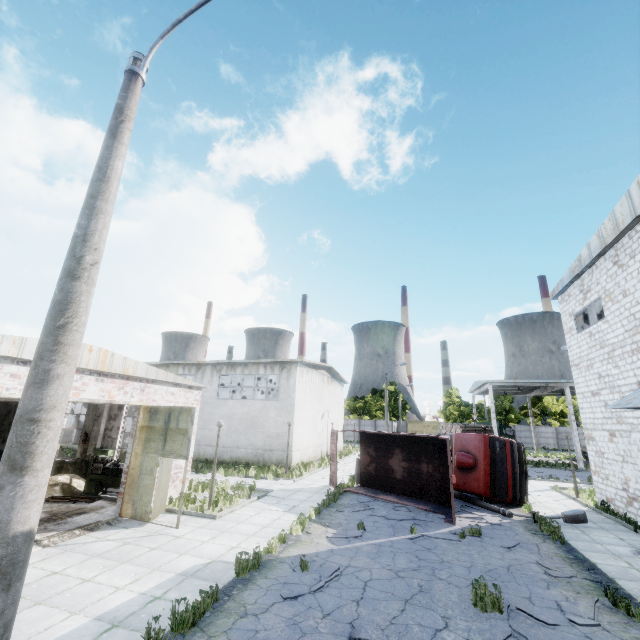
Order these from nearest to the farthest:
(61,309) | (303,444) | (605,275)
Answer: (61,309) → (605,275) → (303,444)

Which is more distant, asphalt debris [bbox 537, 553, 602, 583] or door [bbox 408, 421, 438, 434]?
→ door [bbox 408, 421, 438, 434]

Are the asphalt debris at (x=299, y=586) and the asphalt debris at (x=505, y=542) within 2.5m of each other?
no

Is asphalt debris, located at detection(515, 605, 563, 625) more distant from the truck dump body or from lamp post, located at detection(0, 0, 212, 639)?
lamp post, located at detection(0, 0, 212, 639)

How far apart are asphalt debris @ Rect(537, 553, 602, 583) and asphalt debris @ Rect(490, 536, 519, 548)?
0.7m

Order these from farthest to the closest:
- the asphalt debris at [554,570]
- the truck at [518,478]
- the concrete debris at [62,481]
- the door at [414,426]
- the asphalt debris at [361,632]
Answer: the door at [414,426] → the truck at [518,478] → the concrete debris at [62,481] → the asphalt debris at [554,570] → the asphalt debris at [361,632]

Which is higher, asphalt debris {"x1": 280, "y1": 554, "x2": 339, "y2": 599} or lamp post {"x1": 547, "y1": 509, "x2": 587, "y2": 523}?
lamp post {"x1": 547, "y1": 509, "x2": 587, "y2": 523}

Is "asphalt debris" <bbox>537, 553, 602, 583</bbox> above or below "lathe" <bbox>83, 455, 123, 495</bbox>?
below
